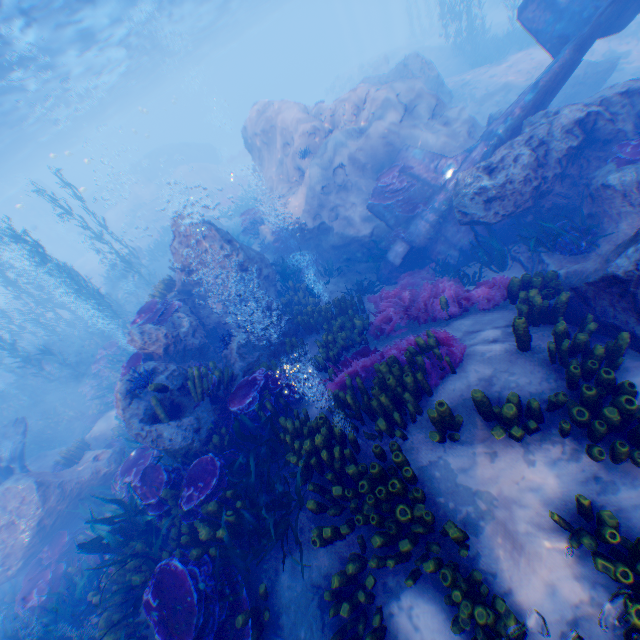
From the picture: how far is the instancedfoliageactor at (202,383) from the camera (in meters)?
6.73

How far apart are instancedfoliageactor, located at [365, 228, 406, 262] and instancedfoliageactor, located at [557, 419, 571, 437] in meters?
6.4

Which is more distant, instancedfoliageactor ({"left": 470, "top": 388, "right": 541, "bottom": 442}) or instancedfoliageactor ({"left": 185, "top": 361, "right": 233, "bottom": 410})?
instancedfoliageactor ({"left": 185, "top": 361, "right": 233, "bottom": 410})

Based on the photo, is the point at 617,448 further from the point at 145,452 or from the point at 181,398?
the point at 145,452

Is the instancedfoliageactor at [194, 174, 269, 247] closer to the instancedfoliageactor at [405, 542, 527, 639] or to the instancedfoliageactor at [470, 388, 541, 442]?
the instancedfoliageactor at [405, 542, 527, 639]

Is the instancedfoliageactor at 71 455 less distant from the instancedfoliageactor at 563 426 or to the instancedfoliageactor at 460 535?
the instancedfoliageactor at 460 535

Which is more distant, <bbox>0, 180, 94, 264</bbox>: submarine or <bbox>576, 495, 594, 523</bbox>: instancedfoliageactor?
<bbox>0, 180, 94, 264</bbox>: submarine

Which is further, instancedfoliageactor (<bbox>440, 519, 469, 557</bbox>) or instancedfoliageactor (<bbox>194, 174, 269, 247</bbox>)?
instancedfoliageactor (<bbox>194, 174, 269, 247</bbox>)
